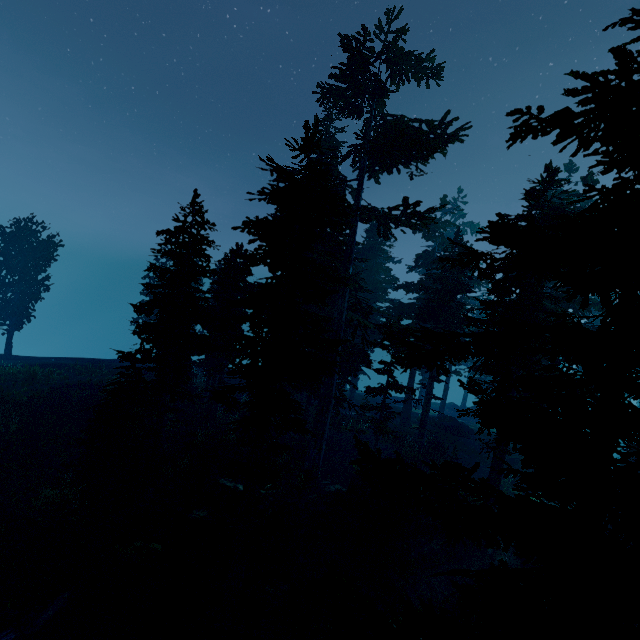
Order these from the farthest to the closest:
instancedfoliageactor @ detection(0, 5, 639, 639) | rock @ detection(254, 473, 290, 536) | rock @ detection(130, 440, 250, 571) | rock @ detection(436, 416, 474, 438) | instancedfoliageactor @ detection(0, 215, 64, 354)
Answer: instancedfoliageactor @ detection(0, 215, 64, 354), rock @ detection(436, 416, 474, 438), rock @ detection(254, 473, 290, 536), rock @ detection(130, 440, 250, 571), instancedfoliageactor @ detection(0, 5, 639, 639)

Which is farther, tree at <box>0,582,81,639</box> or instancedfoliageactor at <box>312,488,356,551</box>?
instancedfoliageactor at <box>312,488,356,551</box>

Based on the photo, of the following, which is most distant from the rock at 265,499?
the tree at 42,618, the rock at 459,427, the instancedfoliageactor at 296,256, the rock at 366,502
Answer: the rock at 459,427

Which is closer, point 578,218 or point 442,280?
point 578,218

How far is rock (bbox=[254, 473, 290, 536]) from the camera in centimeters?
1416cm

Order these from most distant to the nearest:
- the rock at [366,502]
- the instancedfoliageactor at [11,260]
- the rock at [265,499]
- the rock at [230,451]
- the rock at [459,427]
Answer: the instancedfoliageactor at [11,260] → the rock at [459,427] → the rock at [366,502] → the rock at [265,499] → the rock at [230,451]

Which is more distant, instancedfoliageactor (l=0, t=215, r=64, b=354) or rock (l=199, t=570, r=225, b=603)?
instancedfoliageactor (l=0, t=215, r=64, b=354)

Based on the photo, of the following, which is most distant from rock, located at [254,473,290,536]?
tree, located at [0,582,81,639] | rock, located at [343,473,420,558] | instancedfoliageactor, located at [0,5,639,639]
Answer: rock, located at [343,473,420,558]
